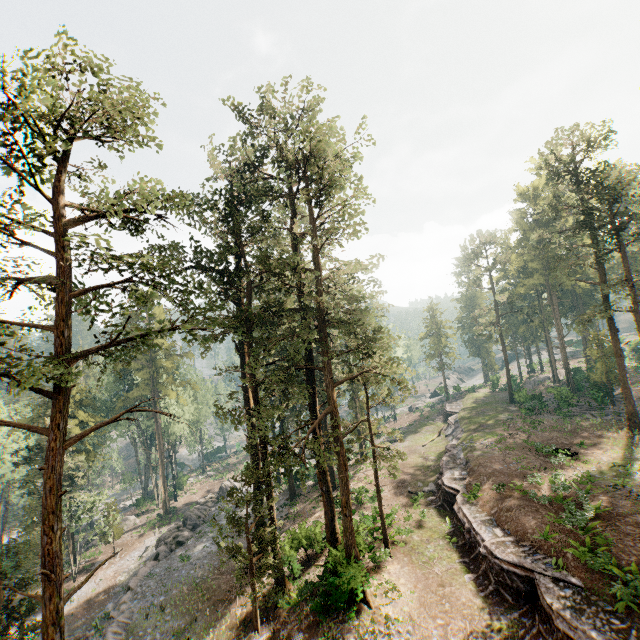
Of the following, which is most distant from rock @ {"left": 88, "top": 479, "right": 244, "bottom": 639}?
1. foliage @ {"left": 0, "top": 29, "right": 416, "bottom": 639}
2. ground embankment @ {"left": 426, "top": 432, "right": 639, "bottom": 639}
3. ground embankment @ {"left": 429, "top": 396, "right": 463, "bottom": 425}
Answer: ground embankment @ {"left": 429, "top": 396, "right": 463, "bottom": 425}

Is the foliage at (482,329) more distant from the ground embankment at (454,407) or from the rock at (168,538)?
the ground embankment at (454,407)

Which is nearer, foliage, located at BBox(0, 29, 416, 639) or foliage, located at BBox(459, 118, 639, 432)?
foliage, located at BBox(0, 29, 416, 639)

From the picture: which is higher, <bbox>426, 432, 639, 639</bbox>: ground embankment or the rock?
<bbox>426, 432, 639, 639</bbox>: ground embankment

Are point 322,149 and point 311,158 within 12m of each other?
yes

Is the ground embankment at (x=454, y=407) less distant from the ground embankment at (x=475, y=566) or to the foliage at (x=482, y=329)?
the foliage at (x=482, y=329)

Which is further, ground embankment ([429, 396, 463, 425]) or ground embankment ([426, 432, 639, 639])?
ground embankment ([429, 396, 463, 425])

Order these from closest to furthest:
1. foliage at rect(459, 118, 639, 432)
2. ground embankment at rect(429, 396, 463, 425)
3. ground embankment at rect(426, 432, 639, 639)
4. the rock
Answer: ground embankment at rect(426, 432, 639, 639) < the rock < foliage at rect(459, 118, 639, 432) < ground embankment at rect(429, 396, 463, 425)
